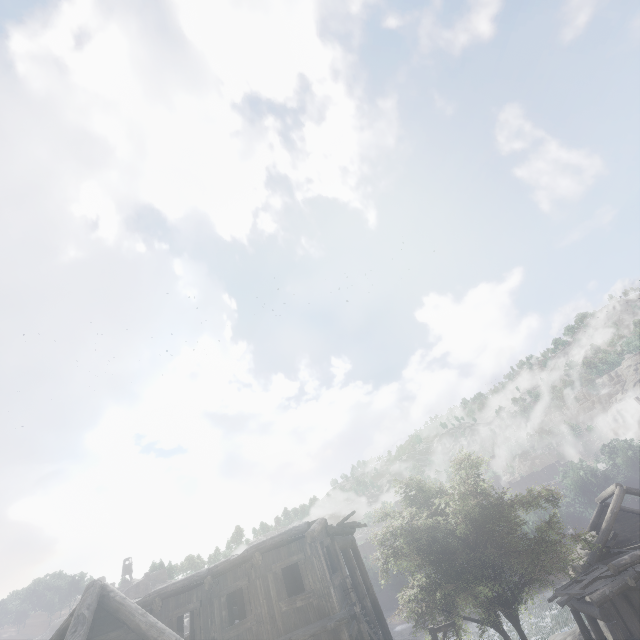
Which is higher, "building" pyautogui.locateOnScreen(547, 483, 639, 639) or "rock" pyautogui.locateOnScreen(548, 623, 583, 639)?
"building" pyautogui.locateOnScreen(547, 483, 639, 639)

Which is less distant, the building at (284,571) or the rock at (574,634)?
the building at (284,571)

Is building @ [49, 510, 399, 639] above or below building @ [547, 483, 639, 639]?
above

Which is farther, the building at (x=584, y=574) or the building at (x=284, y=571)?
the building at (x=584, y=574)

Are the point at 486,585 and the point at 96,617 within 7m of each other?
no

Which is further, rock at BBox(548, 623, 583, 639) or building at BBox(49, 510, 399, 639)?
rock at BBox(548, 623, 583, 639)

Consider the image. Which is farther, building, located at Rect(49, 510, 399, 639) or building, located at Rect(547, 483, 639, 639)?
building, located at Rect(547, 483, 639, 639)

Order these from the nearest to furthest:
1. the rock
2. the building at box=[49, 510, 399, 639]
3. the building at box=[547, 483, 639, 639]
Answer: the building at box=[49, 510, 399, 639] < the building at box=[547, 483, 639, 639] < the rock
